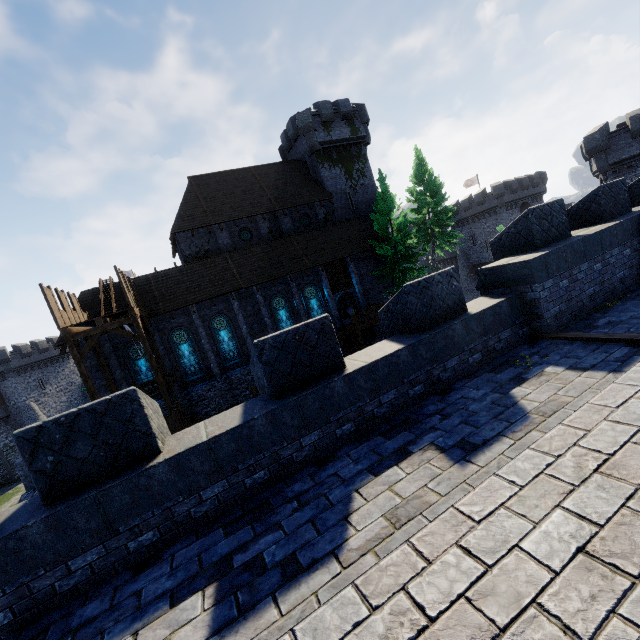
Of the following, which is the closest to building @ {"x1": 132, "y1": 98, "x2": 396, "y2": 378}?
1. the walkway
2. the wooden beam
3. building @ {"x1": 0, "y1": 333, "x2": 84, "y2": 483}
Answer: the walkway

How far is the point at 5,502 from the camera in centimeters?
3606cm

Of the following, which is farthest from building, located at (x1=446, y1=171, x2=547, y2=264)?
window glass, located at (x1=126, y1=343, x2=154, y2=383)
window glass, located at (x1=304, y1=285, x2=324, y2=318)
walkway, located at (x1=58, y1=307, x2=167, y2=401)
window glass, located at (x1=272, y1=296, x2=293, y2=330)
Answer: window glass, located at (x1=126, y1=343, x2=154, y2=383)

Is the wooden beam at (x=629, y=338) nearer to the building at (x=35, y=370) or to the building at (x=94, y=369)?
the building at (x=94, y=369)

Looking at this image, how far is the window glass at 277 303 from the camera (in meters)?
26.64

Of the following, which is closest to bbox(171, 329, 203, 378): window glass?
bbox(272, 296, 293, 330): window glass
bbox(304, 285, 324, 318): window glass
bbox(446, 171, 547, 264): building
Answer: bbox(272, 296, 293, 330): window glass

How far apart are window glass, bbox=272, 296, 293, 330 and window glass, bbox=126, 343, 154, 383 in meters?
9.5 m

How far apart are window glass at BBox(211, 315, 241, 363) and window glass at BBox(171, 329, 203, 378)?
1.5 meters
